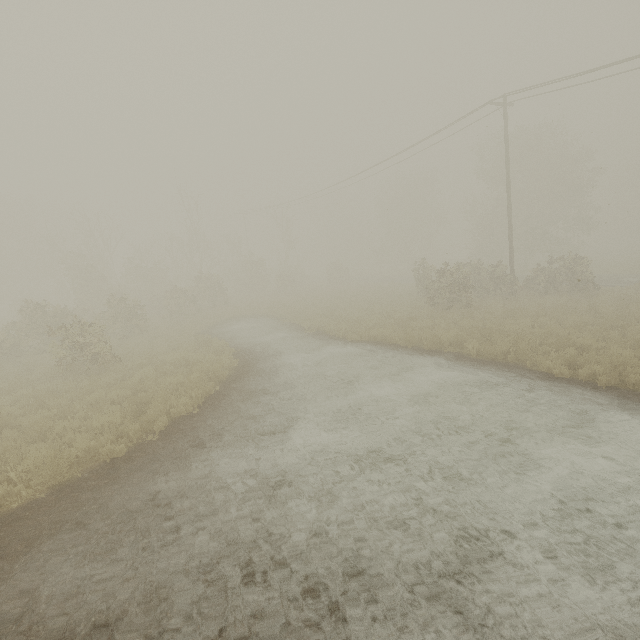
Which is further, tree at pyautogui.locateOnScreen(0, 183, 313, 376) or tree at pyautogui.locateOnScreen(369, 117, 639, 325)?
tree at pyautogui.locateOnScreen(369, 117, 639, 325)

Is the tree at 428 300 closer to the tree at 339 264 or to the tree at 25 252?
the tree at 339 264

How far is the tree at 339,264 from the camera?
41.40m

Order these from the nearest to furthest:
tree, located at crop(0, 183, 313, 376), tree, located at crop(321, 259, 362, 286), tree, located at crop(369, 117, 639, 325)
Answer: tree, located at crop(0, 183, 313, 376) < tree, located at crop(369, 117, 639, 325) < tree, located at crop(321, 259, 362, 286)

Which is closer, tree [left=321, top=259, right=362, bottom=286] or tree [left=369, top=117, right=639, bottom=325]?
tree [left=369, top=117, right=639, bottom=325]

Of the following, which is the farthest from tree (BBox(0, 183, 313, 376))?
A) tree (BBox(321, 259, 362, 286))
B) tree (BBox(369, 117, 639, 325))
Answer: tree (BBox(369, 117, 639, 325))

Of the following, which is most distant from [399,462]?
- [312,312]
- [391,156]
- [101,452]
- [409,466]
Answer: [391,156]
